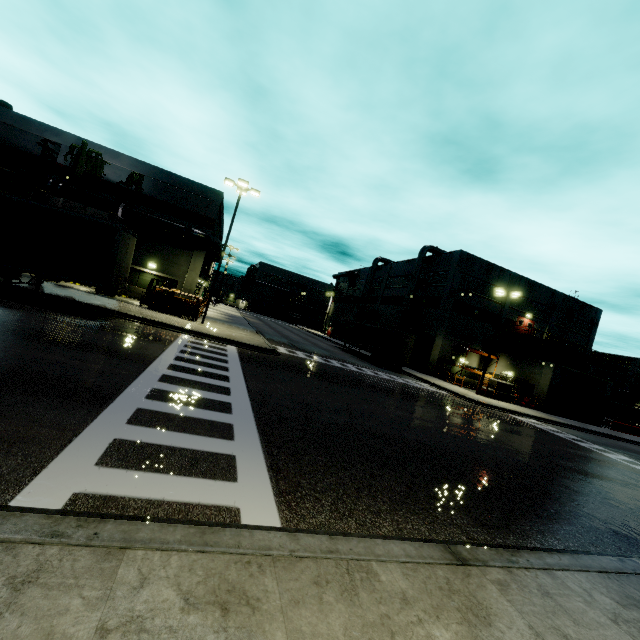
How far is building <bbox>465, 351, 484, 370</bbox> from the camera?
38.47m

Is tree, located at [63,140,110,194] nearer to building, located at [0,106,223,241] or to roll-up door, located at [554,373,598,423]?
building, located at [0,106,223,241]

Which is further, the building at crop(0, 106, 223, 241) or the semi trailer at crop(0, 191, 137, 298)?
the building at crop(0, 106, 223, 241)

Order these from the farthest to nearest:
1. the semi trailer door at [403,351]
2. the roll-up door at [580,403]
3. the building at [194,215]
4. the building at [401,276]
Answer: the building at [401,276] → the roll-up door at [580,403] → the semi trailer door at [403,351] → the building at [194,215]

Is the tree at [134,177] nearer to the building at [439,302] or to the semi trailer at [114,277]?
the building at [439,302]

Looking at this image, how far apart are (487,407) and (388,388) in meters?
9.6 m

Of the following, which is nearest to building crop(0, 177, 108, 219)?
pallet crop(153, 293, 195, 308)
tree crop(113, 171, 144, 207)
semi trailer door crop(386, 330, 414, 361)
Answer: tree crop(113, 171, 144, 207)

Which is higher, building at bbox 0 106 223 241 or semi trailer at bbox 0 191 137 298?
Result: building at bbox 0 106 223 241
